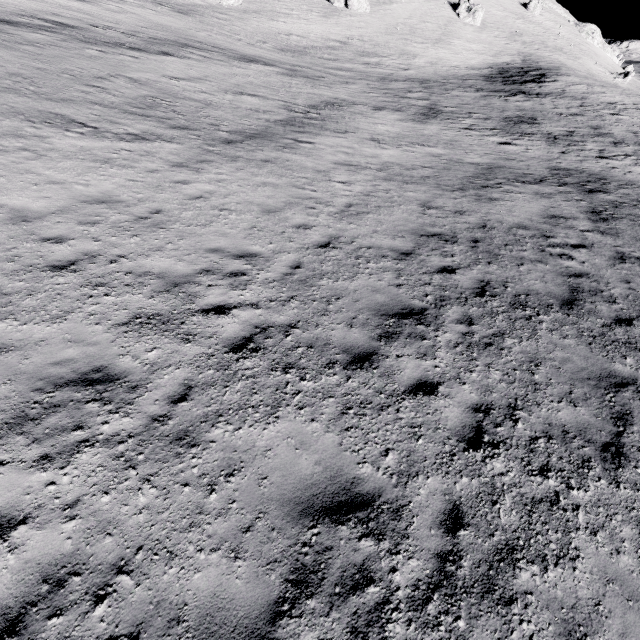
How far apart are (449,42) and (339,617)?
76.16m
